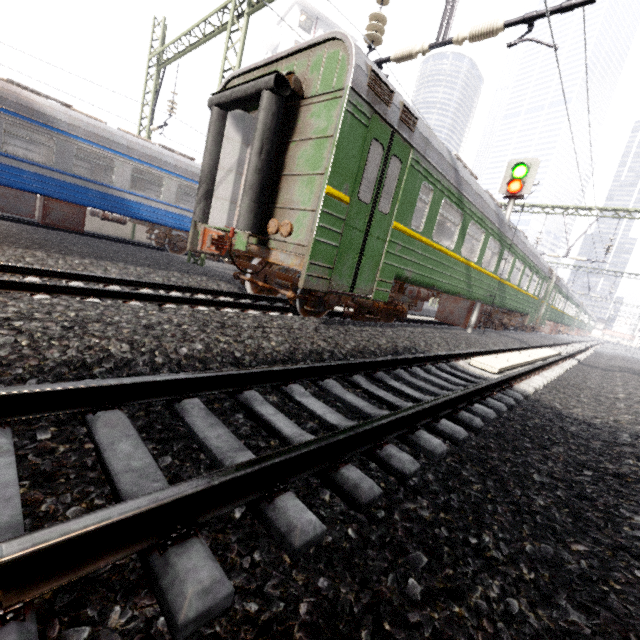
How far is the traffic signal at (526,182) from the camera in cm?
1026

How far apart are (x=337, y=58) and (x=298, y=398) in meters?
4.9

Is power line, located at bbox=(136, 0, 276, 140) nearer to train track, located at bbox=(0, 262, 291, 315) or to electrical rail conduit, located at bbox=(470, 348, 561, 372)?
train track, located at bbox=(0, 262, 291, 315)

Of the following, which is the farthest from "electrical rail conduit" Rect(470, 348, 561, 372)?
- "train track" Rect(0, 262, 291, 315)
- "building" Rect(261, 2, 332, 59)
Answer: "building" Rect(261, 2, 332, 59)

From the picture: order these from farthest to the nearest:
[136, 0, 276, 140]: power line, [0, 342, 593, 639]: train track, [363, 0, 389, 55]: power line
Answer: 1. [136, 0, 276, 140]: power line
2. [363, 0, 389, 55]: power line
3. [0, 342, 593, 639]: train track

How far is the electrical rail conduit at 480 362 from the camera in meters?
6.1

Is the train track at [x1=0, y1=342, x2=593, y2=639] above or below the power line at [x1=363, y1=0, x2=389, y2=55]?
below

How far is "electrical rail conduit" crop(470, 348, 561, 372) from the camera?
6.1 meters
